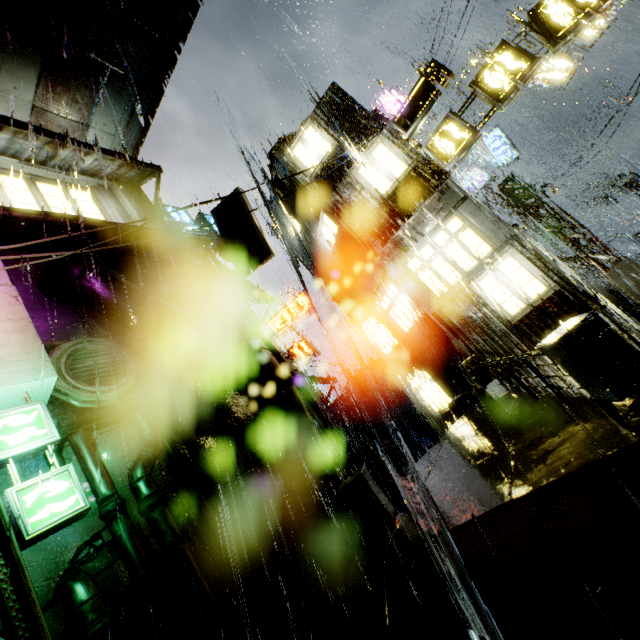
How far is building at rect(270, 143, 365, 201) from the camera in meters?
12.5 m

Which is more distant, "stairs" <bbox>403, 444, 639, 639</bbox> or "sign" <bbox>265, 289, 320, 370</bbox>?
"sign" <bbox>265, 289, 320, 370</bbox>

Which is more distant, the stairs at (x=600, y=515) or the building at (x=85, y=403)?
the building at (x=85, y=403)

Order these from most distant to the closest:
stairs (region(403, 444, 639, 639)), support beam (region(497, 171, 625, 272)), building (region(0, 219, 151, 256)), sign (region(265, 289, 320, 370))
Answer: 1. sign (region(265, 289, 320, 370))
2. support beam (region(497, 171, 625, 272))
3. building (region(0, 219, 151, 256))
4. stairs (region(403, 444, 639, 639))

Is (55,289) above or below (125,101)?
below

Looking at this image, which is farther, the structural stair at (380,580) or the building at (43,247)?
the building at (43,247)

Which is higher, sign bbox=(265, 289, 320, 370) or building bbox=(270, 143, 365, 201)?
building bbox=(270, 143, 365, 201)

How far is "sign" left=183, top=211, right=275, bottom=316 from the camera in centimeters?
1223cm
